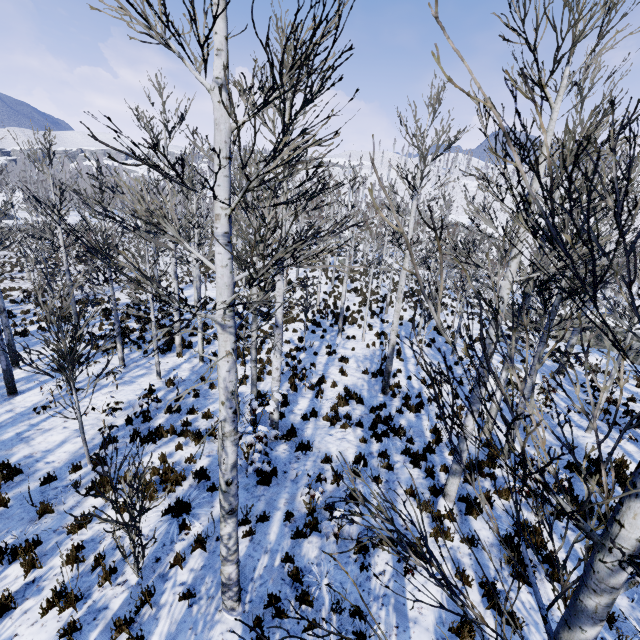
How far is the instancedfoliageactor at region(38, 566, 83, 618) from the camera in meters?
4.6

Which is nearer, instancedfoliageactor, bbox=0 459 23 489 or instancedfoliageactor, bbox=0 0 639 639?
instancedfoliageactor, bbox=0 0 639 639

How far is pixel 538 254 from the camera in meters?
7.5

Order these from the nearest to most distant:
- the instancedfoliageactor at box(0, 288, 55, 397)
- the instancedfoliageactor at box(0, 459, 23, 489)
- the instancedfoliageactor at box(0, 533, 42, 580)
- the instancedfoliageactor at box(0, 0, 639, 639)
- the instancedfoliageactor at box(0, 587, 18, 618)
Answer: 1. the instancedfoliageactor at box(0, 0, 639, 639)
2. the instancedfoliageactor at box(0, 587, 18, 618)
3. the instancedfoliageactor at box(0, 533, 42, 580)
4. the instancedfoliageactor at box(0, 288, 55, 397)
5. the instancedfoliageactor at box(0, 459, 23, 489)

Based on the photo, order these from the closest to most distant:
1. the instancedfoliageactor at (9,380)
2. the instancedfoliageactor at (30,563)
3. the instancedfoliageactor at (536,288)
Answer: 1. the instancedfoliageactor at (536,288)
2. the instancedfoliageactor at (30,563)
3. the instancedfoliageactor at (9,380)

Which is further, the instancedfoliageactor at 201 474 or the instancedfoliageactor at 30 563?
the instancedfoliageactor at 201 474
